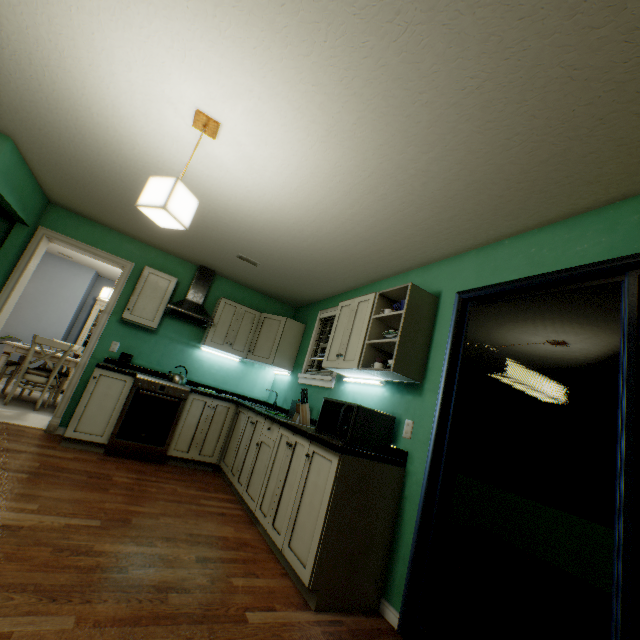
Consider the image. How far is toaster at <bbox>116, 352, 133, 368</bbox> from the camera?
3.71m

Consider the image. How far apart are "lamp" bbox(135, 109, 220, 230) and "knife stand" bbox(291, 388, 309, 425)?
1.9 meters

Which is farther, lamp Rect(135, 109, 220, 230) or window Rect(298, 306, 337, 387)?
window Rect(298, 306, 337, 387)

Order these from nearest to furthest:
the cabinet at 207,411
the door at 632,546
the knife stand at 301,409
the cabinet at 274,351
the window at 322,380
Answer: the door at 632,546 < the cabinet at 207,411 < the knife stand at 301,409 < the window at 322,380 < the cabinet at 274,351

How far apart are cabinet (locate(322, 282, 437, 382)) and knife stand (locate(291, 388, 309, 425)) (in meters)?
0.27

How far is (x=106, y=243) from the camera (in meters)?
4.09

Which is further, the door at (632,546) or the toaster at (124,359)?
the toaster at (124,359)

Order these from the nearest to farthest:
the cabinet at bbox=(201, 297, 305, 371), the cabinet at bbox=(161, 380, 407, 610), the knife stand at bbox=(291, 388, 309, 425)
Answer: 1. the cabinet at bbox=(161, 380, 407, 610)
2. the knife stand at bbox=(291, 388, 309, 425)
3. the cabinet at bbox=(201, 297, 305, 371)
